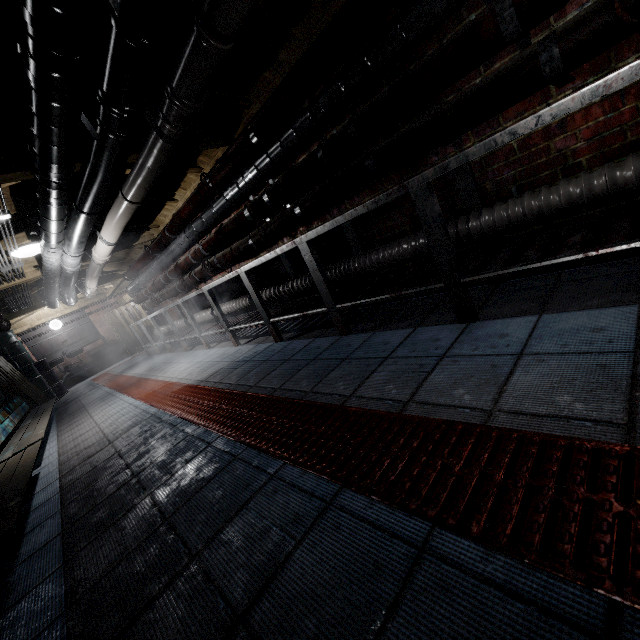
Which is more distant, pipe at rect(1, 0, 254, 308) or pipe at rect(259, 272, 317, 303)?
pipe at rect(259, 272, 317, 303)

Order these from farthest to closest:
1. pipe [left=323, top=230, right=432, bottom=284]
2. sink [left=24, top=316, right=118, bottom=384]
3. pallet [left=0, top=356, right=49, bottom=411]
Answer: sink [left=24, top=316, right=118, bottom=384]
pallet [left=0, top=356, right=49, bottom=411]
pipe [left=323, top=230, right=432, bottom=284]

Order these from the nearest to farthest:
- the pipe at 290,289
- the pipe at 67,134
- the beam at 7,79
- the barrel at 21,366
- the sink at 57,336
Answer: the pipe at 67,134 < the beam at 7,79 < the pipe at 290,289 < the barrel at 21,366 < the sink at 57,336

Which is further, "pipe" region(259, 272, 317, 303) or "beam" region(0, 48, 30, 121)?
"pipe" region(259, 272, 317, 303)

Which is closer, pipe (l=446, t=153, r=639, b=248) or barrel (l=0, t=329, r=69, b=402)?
pipe (l=446, t=153, r=639, b=248)

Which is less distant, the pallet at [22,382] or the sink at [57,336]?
the pallet at [22,382]

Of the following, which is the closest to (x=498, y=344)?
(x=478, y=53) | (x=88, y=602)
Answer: (x=478, y=53)

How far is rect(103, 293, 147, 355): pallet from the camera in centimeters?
977cm
